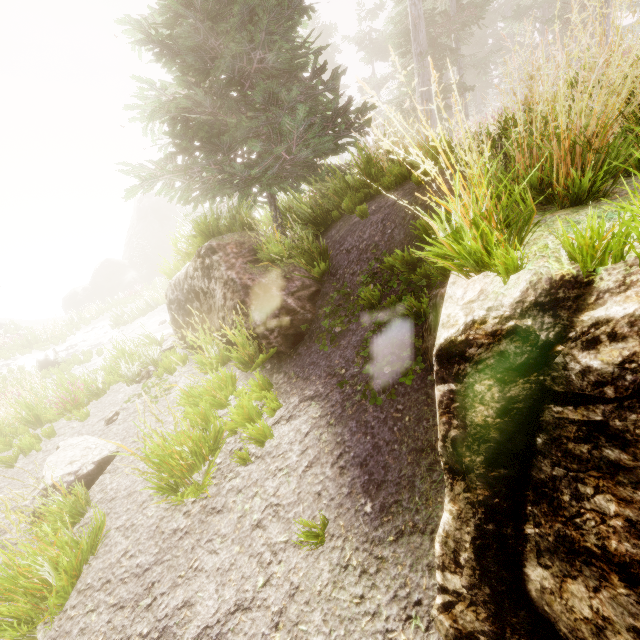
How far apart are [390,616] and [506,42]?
45.12m

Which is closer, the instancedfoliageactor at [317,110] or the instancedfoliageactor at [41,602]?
the instancedfoliageactor at [317,110]

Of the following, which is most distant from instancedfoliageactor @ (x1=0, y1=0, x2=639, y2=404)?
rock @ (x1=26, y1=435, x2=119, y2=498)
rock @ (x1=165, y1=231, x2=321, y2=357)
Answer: rock @ (x1=26, y1=435, x2=119, y2=498)

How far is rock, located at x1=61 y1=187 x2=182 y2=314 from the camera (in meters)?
40.81

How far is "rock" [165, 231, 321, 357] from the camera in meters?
5.0 m

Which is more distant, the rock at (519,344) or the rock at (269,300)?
the rock at (269,300)

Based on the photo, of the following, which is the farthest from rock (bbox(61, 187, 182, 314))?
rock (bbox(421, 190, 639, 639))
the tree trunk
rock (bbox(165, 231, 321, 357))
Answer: rock (bbox(421, 190, 639, 639))

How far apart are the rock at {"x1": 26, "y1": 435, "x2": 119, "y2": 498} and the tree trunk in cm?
1117
